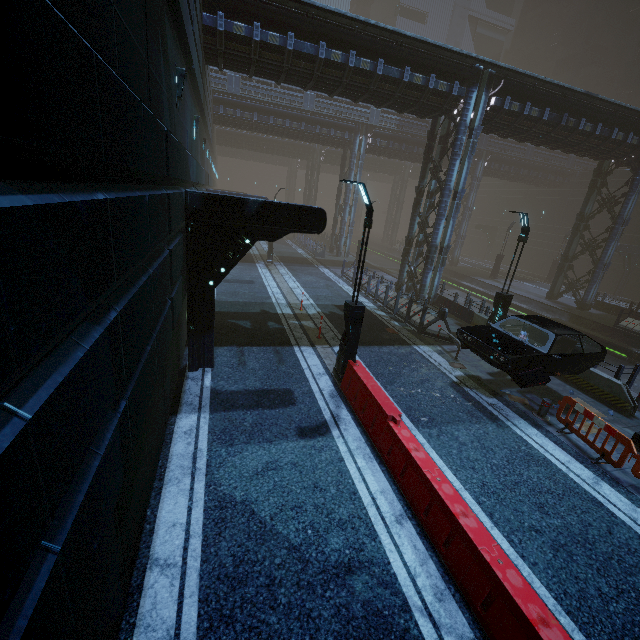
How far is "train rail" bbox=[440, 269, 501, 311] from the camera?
27.1m

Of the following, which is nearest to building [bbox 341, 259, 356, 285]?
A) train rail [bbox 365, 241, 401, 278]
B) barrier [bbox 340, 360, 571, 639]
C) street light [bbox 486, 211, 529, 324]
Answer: train rail [bbox 365, 241, 401, 278]

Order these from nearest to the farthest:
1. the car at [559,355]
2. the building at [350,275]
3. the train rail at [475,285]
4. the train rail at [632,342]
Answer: the car at [559,355] → the train rail at [632,342] → the building at [350,275] → the train rail at [475,285]

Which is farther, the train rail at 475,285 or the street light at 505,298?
the train rail at 475,285

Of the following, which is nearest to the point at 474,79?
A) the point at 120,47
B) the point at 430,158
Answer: the point at 430,158

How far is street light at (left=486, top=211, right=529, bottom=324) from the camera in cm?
1221

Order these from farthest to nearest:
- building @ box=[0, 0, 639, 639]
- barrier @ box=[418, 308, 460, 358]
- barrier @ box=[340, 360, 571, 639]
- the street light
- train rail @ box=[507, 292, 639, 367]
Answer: train rail @ box=[507, 292, 639, 367] → barrier @ box=[418, 308, 460, 358] → the street light → barrier @ box=[340, 360, 571, 639] → building @ box=[0, 0, 639, 639]

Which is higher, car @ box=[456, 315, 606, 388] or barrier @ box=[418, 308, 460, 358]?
car @ box=[456, 315, 606, 388]
